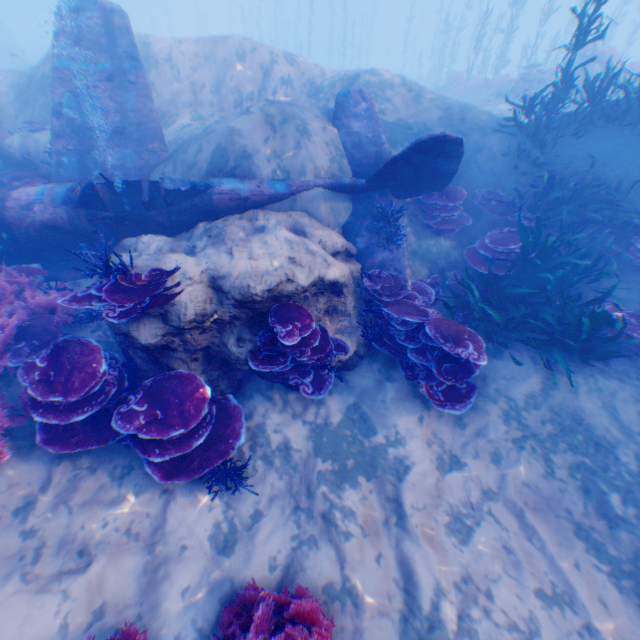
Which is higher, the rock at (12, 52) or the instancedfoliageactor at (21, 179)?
the rock at (12, 52)

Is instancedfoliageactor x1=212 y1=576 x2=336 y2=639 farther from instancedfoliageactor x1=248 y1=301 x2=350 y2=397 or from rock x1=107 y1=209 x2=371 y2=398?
instancedfoliageactor x1=248 y1=301 x2=350 y2=397

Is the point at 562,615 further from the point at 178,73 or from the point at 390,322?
the point at 178,73

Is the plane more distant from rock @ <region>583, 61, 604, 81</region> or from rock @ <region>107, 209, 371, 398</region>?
rock @ <region>583, 61, 604, 81</region>

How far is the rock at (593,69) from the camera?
14.88m

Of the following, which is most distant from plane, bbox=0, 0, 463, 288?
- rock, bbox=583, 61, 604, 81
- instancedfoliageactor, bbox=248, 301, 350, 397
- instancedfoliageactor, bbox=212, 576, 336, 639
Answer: rock, bbox=583, 61, 604, 81

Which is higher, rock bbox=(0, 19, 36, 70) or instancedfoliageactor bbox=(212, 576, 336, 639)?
rock bbox=(0, 19, 36, 70)

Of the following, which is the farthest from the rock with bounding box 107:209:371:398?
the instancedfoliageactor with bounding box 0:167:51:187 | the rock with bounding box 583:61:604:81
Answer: the rock with bounding box 583:61:604:81
